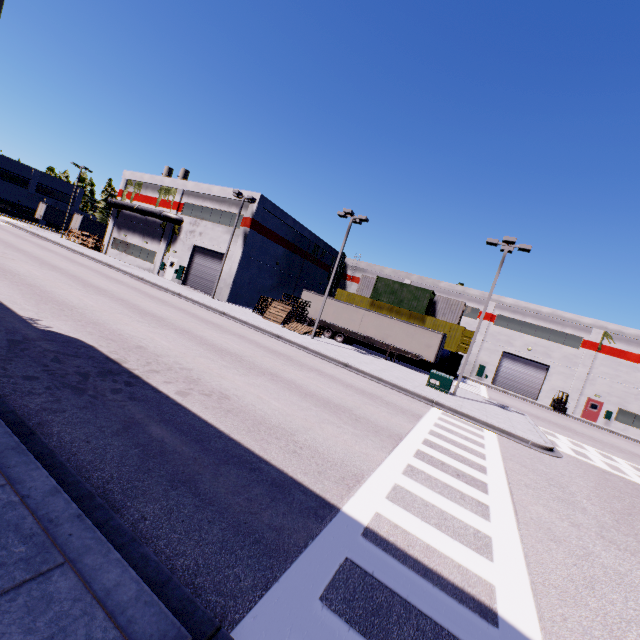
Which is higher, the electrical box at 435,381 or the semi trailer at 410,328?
the semi trailer at 410,328

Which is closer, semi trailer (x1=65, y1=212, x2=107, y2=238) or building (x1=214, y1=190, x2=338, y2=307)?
building (x1=214, y1=190, x2=338, y2=307)

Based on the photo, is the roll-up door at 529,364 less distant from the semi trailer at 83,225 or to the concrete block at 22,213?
the semi trailer at 83,225

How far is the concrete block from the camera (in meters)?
55.47

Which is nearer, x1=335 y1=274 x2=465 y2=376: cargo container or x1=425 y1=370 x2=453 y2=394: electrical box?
x1=425 y1=370 x2=453 y2=394: electrical box

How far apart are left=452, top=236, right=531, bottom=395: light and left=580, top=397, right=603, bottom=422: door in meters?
26.3 m

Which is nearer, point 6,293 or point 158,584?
point 158,584

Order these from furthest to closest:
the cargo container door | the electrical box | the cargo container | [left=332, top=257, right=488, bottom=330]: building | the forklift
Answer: [left=332, top=257, right=488, bottom=330]: building → the forklift → the cargo container → the cargo container door → the electrical box
